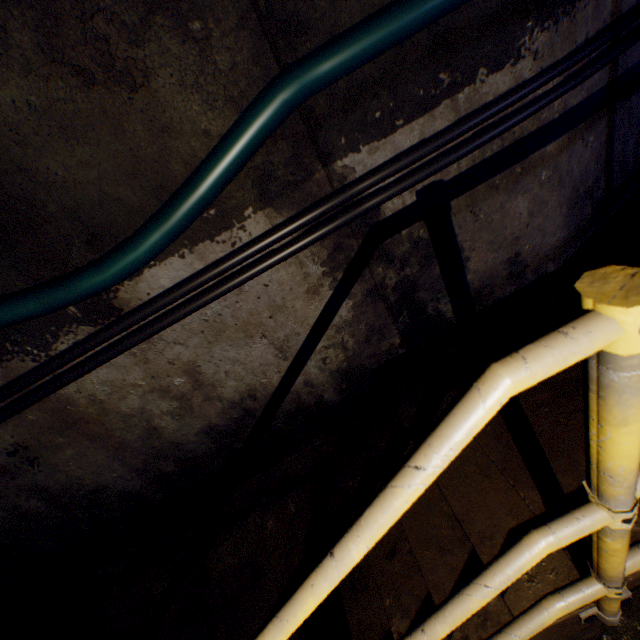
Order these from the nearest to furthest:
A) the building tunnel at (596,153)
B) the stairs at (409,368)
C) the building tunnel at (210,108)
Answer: the stairs at (409,368) → the building tunnel at (210,108) → the building tunnel at (596,153)

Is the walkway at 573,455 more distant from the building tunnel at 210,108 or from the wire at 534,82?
the wire at 534,82

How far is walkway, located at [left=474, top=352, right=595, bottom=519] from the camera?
0.5 meters

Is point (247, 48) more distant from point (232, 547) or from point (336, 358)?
point (232, 547)

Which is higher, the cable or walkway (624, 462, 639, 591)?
the cable

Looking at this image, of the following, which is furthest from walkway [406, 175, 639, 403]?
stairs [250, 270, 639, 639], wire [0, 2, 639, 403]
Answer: wire [0, 2, 639, 403]

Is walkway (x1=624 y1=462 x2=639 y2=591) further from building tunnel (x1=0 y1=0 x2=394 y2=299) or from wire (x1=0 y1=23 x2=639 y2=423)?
wire (x1=0 y1=23 x2=639 y2=423)
